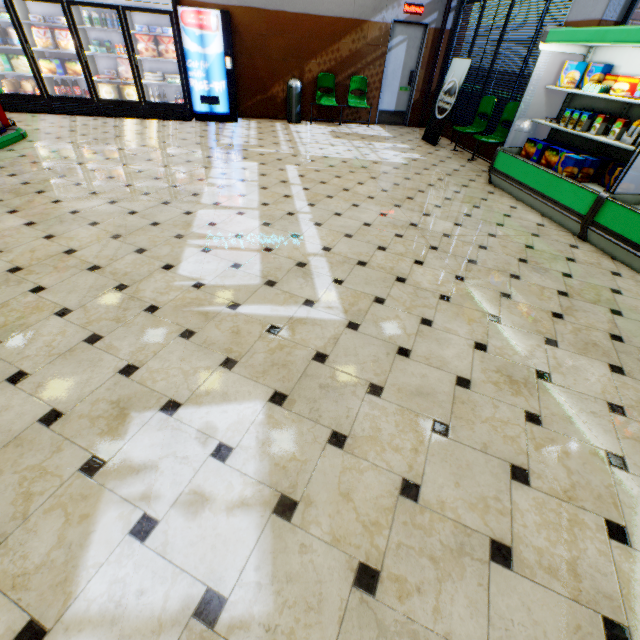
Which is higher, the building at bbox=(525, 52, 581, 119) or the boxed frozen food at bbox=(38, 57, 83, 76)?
the building at bbox=(525, 52, 581, 119)

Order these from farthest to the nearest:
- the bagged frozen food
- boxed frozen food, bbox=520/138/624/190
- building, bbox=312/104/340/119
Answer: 1. building, bbox=312/104/340/119
2. the bagged frozen food
3. boxed frozen food, bbox=520/138/624/190

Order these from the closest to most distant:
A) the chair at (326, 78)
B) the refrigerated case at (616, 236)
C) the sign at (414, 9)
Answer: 1. the refrigerated case at (616, 236)
2. the sign at (414, 9)
3. the chair at (326, 78)

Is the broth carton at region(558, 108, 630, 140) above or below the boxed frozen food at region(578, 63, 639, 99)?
below

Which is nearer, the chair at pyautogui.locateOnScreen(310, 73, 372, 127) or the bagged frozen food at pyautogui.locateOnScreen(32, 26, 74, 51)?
the bagged frozen food at pyautogui.locateOnScreen(32, 26, 74, 51)

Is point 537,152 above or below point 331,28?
below

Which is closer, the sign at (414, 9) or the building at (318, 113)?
the sign at (414, 9)

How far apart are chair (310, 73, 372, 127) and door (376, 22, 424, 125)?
0.6 meters
